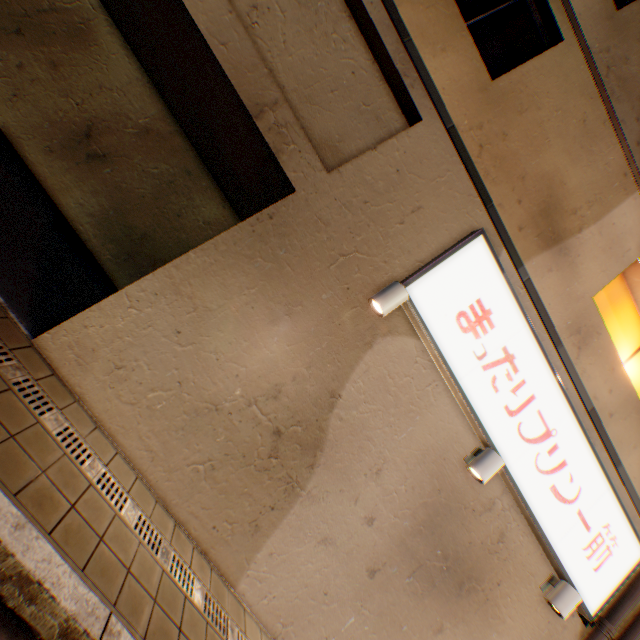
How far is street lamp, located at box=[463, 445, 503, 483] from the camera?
4.3 meters

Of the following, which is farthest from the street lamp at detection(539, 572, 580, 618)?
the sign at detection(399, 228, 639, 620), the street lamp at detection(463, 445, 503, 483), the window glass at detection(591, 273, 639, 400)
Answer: the window glass at detection(591, 273, 639, 400)

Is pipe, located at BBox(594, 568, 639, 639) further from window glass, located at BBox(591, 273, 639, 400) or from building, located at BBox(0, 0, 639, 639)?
window glass, located at BBox(591, 273, 639, 400)

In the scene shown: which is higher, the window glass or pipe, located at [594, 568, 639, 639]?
the window glass

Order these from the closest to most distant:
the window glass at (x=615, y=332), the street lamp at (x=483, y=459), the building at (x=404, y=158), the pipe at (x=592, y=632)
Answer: the building at (x=404, y=158), the street lamp at (x=483, y=459), the pipe at (x=592, y=632), the window glass at (x=615, y=332)

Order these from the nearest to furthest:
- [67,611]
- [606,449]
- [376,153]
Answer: [67,611], [376,153], [606,449]

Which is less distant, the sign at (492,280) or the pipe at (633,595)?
the sign at (492,280)

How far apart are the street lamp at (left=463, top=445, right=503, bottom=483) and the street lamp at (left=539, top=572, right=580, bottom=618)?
2.36m
